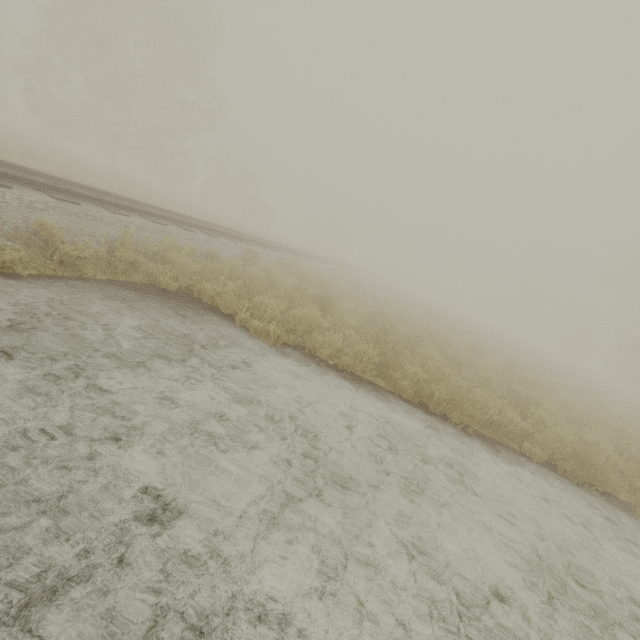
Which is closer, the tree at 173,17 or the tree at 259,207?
the tree at 173,17

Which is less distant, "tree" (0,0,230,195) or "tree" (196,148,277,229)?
"tree" (0,0,230,195)

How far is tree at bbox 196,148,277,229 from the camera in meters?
37.4 m

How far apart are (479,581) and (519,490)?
2.3m

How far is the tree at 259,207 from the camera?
37.4 meters
